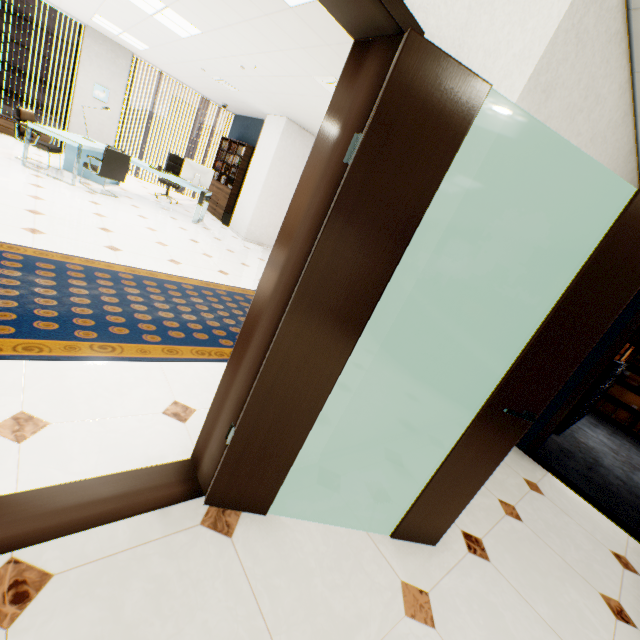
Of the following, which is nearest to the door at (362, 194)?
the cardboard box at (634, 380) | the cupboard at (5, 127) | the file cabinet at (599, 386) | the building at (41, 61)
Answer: the file cabinet at (599, 386)

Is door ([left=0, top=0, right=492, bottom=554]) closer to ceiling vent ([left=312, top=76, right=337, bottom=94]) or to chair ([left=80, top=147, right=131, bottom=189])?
ceiling vent ([left=312, top=76, right=337, bottom=94])

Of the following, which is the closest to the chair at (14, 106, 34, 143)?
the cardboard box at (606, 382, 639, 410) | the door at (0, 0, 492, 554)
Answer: the door at (0, 0, 492, 554)

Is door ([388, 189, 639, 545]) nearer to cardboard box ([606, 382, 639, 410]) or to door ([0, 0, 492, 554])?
door ([0, 0, 492, 554])

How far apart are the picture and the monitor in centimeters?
371cm

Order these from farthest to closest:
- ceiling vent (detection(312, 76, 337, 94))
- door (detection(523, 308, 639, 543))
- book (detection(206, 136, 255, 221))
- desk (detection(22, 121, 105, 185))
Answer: book (detection(206, 136, 255, 221)), desk (detection(22, 121, 105, 185)), ceiling vent (detection(312, 76, 337, 94)), door (detection(523, 308, 639, 543))

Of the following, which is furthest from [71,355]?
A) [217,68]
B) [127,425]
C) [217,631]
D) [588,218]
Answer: [217,68]

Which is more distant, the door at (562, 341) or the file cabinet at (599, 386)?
the file cabinet at (599, 386)
